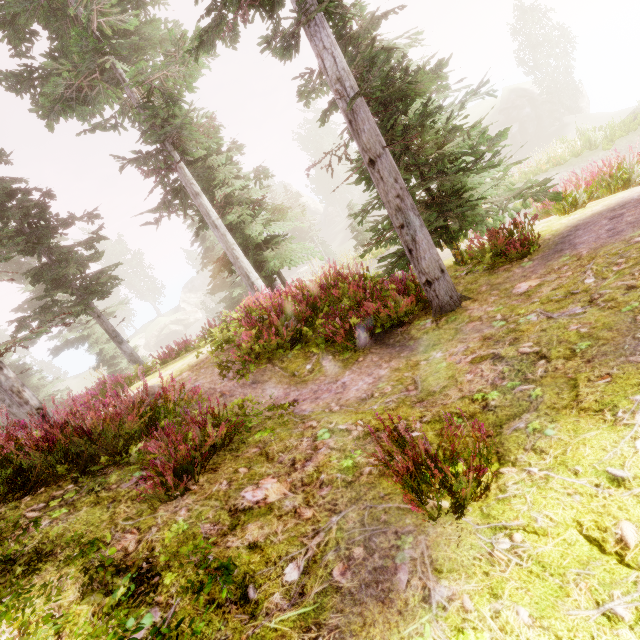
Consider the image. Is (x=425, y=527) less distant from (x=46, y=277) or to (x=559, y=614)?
(x=559, y=614)

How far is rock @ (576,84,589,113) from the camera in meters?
37.6 m

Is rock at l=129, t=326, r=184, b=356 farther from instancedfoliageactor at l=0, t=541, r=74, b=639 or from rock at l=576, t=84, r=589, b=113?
rock at l=576, t=84, r=589, b=113

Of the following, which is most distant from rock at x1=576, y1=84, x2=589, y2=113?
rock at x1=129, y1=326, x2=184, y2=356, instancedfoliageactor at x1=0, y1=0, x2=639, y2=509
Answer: rock at x1=129, y1=326, x2=184, y2=356

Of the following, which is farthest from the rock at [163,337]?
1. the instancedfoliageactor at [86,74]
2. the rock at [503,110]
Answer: the rock at [503,110]

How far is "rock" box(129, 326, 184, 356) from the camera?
58.72m
